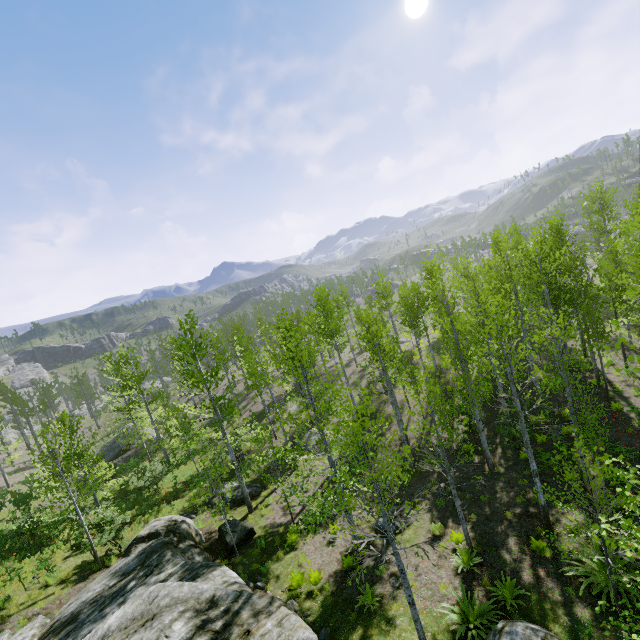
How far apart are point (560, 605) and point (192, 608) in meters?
9.5

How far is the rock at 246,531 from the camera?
13.9 meters

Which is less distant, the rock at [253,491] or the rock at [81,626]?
the rock at [81,626]

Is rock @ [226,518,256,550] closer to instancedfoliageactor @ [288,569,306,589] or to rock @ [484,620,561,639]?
instancedfoliageactor @ [288,569,306,589]

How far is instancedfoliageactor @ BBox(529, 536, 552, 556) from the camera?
10.2m

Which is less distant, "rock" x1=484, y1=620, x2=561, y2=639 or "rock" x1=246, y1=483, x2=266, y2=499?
"rock" x1=484, y1=620, x2=561, y2=639

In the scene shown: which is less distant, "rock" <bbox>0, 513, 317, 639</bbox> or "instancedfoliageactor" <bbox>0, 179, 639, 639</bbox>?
"rock" <bbox>0, 513, 317, 639</bbox>

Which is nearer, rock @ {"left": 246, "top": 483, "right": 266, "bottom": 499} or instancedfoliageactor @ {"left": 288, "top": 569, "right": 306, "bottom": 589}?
instancedfoliageactor @ {"left": 288, "top": 569, "right": 306, "bottom": 589}
